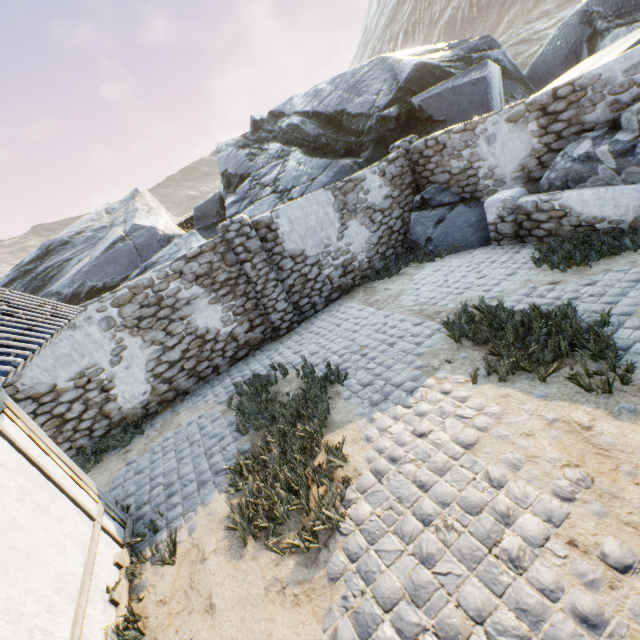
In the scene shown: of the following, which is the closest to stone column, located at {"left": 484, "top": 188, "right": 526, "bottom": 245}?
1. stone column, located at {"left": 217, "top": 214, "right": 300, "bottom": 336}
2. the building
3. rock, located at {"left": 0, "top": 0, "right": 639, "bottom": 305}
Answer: rock, located at {"left": 0, "top": 0, "right": 639, "bottom": 305}

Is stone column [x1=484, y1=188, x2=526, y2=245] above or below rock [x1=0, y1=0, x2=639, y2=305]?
below

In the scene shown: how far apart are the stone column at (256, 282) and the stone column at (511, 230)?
5.5m

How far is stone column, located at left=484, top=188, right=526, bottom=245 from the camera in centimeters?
750cm

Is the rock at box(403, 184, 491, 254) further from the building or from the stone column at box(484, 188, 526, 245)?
the building

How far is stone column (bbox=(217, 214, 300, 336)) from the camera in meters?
7.7 m

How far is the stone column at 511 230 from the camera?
7.5 meters

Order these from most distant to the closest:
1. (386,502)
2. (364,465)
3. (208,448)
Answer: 1. (208,448)
2. (364,465)
3. (386,502)
